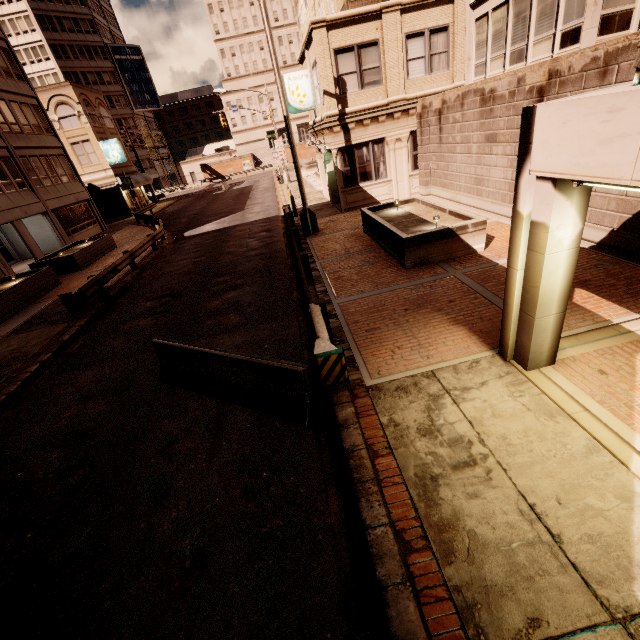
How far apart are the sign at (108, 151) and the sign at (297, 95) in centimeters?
2728cm

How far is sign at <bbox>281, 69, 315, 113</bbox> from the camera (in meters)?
17.25

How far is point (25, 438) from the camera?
6.6m

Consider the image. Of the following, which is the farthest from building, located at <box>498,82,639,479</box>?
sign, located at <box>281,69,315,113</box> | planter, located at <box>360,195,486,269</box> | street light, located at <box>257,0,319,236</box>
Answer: planter, located at <box>360,195,486,269</box>

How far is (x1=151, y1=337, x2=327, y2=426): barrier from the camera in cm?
530

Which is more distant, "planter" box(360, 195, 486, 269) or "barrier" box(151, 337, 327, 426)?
"planter" box(360, 195, 486, 269)

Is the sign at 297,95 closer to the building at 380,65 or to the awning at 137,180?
the building at 380,65

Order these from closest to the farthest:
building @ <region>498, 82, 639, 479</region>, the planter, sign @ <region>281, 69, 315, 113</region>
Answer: building @ <region>498, 82, 639, 479</region>
the planter
sign @ <region>281, 69, 315, 113</region>
